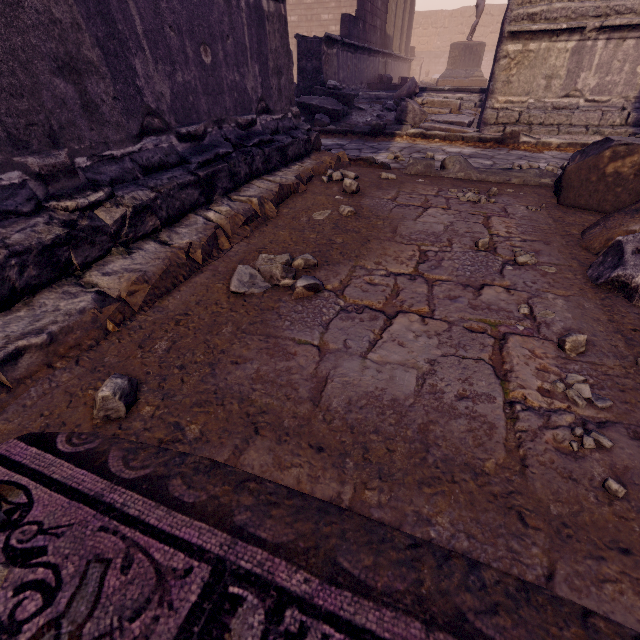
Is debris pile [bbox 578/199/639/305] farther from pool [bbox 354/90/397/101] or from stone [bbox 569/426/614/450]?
pool [bbox 354/90/397/101]

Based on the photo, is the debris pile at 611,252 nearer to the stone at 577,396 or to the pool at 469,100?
the stone at 577,396

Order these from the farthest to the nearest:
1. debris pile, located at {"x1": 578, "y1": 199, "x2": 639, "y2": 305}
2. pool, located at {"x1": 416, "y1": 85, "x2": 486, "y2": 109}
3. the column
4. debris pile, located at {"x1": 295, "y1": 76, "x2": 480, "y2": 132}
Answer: the column < pool, located at {"x1": 416, "y1": 85, "x2": 486, "y2": 109} < debris pile, located at {"x1": 295, "y1": 76, "x2": 480, "y2": 132} < debris pile, located at {"x1": 578, "y1": 199, "x2": 639, "y2": 305}

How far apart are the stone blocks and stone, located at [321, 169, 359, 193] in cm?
1024

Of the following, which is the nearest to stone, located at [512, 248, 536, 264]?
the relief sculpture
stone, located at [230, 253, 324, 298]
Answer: stone, located at [230, 253, 324, 298]

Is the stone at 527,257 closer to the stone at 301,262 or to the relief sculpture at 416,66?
the stone at 301,262

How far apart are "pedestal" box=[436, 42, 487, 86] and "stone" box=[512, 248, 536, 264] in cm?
1501

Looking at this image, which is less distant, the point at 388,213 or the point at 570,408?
the point at 570,408
